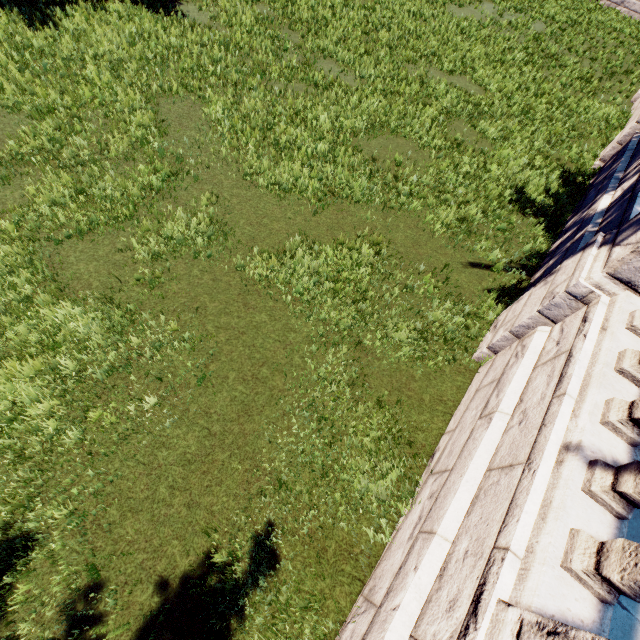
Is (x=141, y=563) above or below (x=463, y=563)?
below
